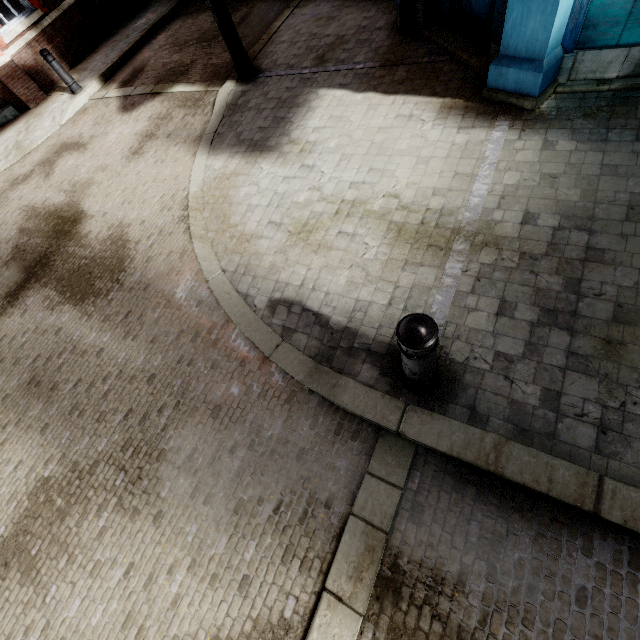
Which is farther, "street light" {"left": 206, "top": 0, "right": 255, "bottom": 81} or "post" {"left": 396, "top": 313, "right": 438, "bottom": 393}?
"street light" {"left": 206, "top": 0, "right": 255, "bottom": 81}

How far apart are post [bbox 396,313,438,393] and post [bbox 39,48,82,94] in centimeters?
1105cm

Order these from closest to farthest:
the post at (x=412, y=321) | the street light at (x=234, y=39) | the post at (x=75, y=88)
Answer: the post at (x=412, y=321) < the street light at (x=234, y=39) < the post at (x=75, y=88)

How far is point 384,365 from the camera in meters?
2.8 m

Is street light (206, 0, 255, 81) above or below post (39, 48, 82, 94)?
above

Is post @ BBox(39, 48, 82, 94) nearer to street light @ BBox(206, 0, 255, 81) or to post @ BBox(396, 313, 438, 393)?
street light @ BBox(206, 0, 255, 81)

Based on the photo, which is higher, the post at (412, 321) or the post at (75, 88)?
the post at (412, 321)
